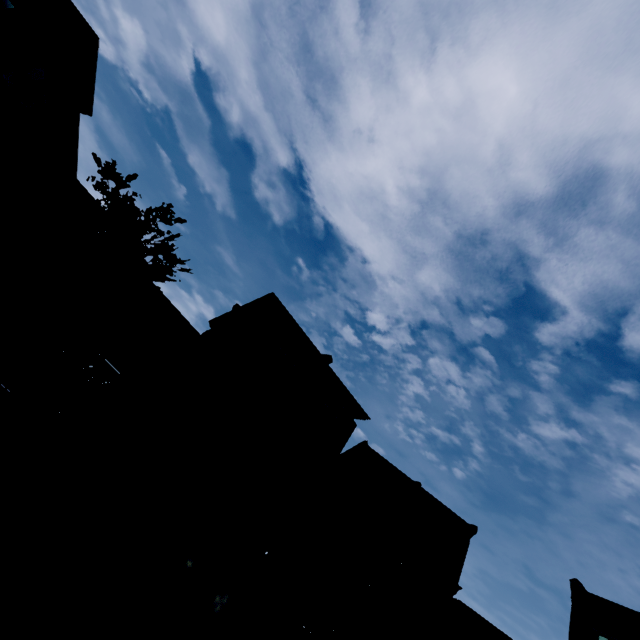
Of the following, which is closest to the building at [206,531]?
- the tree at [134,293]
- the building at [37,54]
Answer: the tree at [134,293]

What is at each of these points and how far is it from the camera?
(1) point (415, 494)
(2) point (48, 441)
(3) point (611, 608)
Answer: (1) building, 24.6m
(2) building, 12.9m
(3) building, 20.9m

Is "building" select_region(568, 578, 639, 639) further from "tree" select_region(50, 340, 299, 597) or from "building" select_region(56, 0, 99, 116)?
"building" select_region(56, 0, 99, 116)

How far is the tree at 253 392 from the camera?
10.89m

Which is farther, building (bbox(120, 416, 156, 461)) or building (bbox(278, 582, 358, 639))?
building (bbox(278, 582, 358, 639))

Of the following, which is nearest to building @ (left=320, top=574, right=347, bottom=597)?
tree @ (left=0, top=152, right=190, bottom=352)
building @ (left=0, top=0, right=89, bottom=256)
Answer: tree @ (left=0, top=152, right=190, bottom=352)

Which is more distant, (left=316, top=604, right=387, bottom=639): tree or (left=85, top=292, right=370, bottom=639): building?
(left=316, top=604, right=387, bottom=639): tree
